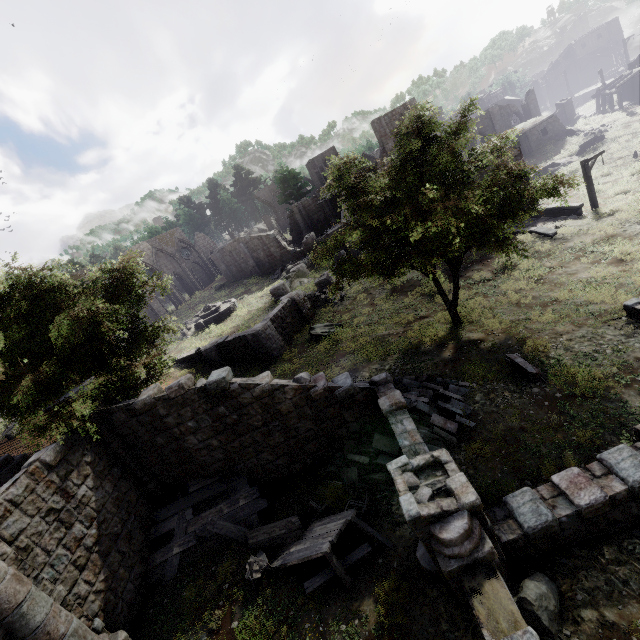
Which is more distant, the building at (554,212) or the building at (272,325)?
the building at (272,325)

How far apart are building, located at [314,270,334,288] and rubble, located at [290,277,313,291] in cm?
257

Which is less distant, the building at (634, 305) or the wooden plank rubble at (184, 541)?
the wooden plank rubble at (184, 541)

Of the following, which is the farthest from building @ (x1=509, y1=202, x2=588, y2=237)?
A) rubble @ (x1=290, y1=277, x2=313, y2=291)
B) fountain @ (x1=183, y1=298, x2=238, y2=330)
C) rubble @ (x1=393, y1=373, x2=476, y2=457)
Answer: rubble @ (x1=393, y1=373, x2=476, y2=457)

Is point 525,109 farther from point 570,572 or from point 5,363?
point 5,363

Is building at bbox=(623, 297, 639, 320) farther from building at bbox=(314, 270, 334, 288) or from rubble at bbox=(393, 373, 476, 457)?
building at bbox=(314, 270, 334, 288)

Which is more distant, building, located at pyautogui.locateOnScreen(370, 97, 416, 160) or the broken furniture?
building, located at pyautogui.locateOnScreen(370, 97, 416, 160)

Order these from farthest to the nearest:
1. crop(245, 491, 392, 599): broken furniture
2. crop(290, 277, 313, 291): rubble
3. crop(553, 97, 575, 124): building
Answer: crop(553, 97, 575, 124): building
crop(290, 277, 313, 291): rubble
crop(245, 491, 392, 599): broken furniture
